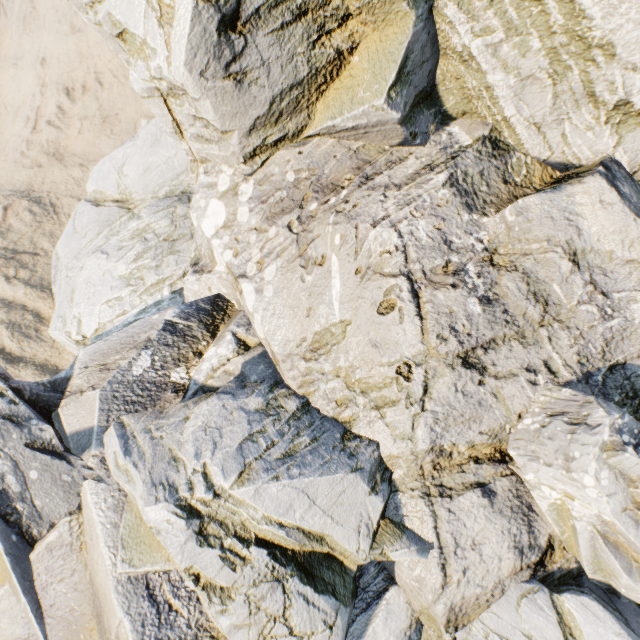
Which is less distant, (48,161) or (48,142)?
(48,161)
